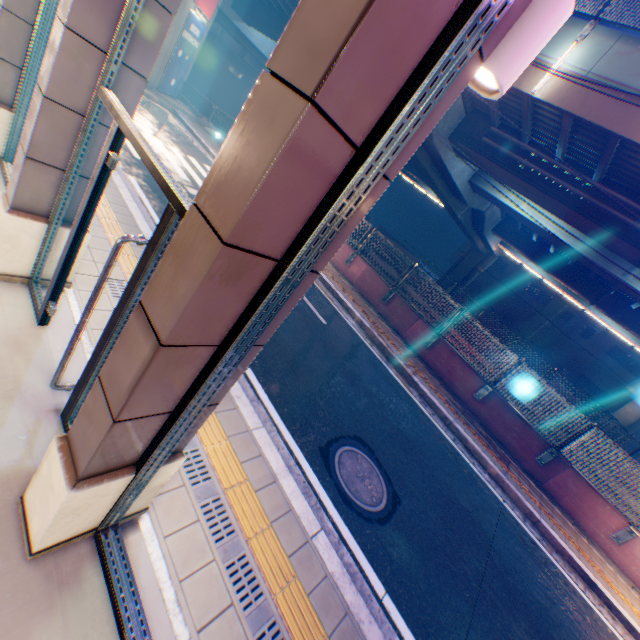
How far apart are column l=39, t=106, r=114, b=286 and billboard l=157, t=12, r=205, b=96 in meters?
20.3

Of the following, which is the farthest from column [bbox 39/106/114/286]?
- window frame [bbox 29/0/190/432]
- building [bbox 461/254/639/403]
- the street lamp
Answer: building [bbox 461/254/639/403]

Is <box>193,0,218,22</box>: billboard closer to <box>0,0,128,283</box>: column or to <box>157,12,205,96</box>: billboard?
<box>157,12,205,96</box>: billboard

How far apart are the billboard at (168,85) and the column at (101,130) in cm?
2026

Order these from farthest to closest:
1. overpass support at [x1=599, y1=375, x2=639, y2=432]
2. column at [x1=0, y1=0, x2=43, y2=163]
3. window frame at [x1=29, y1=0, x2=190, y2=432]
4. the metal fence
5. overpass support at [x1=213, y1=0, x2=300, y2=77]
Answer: overpass support at [x1=599, y1=375, x2=639, y2=432]
overpass support at [x1=213, y1=0, x2=300, y2=77]
the metal fence
column at [x1=0, y1=0, x2=43, y2=163]
window frame at [x1=29, y1=0, x2=190, y2=432]

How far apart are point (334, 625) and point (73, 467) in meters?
2.7

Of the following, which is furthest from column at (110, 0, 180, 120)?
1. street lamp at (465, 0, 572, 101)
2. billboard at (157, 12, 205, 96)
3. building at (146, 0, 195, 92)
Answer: billboard at (157, 12, 205, 96)

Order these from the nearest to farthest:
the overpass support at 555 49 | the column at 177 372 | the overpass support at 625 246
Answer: the column at 177 372 → the overpass support at 555 49 → the overpass support at 625 246
